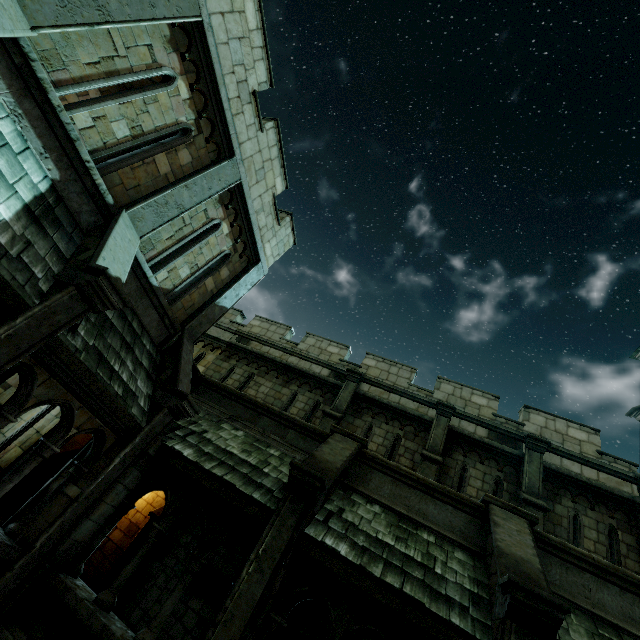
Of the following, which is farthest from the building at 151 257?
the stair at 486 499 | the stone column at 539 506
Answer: the stone column at 539 506

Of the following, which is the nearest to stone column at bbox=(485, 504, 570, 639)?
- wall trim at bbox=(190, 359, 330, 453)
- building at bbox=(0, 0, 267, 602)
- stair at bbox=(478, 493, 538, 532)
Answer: stair at bbox=(478, 493, 538, 532)

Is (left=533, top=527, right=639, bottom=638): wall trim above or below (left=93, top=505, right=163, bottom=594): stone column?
above

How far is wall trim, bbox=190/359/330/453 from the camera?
8.0 meters

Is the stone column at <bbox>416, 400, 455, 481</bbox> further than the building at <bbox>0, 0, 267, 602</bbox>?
Yes

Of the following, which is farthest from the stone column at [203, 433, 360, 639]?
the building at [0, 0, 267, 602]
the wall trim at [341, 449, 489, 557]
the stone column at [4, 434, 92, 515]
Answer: the stone column at [4, 434, 92, 515]

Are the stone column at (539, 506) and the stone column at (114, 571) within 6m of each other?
no

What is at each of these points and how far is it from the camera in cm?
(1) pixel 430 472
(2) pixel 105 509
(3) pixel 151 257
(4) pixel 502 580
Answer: (1) stone column, 973
(2) stone column, 594
(3) building, 723
(4) stone column, 449
